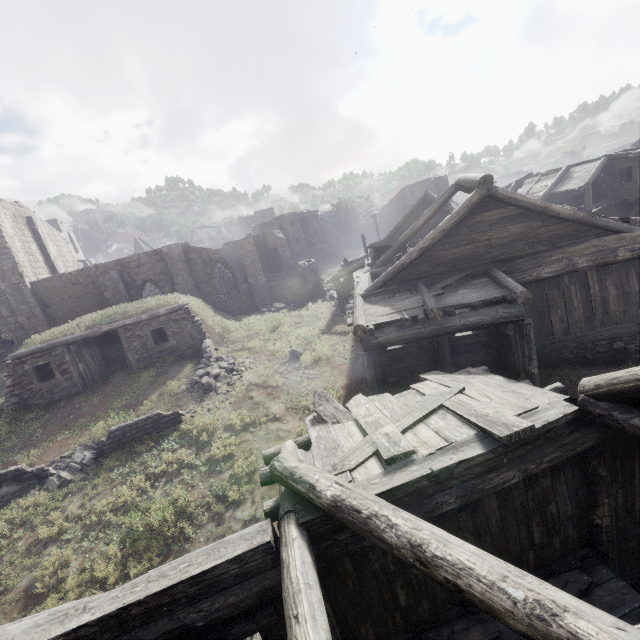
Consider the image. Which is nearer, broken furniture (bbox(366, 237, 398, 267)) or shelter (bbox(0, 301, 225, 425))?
shelter (bbox(0, 301, 225, 425))

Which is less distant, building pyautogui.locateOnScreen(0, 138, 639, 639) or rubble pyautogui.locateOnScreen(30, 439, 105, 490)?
building pyautogui.locateOnScreen(0, 138, 639, 639)

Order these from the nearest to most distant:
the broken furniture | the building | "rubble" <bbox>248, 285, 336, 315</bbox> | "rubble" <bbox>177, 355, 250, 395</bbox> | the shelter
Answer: the building → "rubble" <bbox>177, 355, 250, 395</bbox> → the shelter → the broken furniture → "rubble" <bbox>248, 285, 336, 315</bbox>

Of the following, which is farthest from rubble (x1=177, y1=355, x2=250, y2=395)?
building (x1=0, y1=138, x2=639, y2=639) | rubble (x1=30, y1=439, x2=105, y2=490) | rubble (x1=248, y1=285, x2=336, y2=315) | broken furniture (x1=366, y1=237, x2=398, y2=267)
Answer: rubble (x1=248, y1=285, x2=336, y2=315)

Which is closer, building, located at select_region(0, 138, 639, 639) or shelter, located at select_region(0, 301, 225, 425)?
building, located at select_region(0, 138, 639, 639)

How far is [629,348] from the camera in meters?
10.3

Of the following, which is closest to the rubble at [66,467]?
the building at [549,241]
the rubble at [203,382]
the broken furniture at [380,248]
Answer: the rubble at [203,382]

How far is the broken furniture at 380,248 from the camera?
16.5 meters
